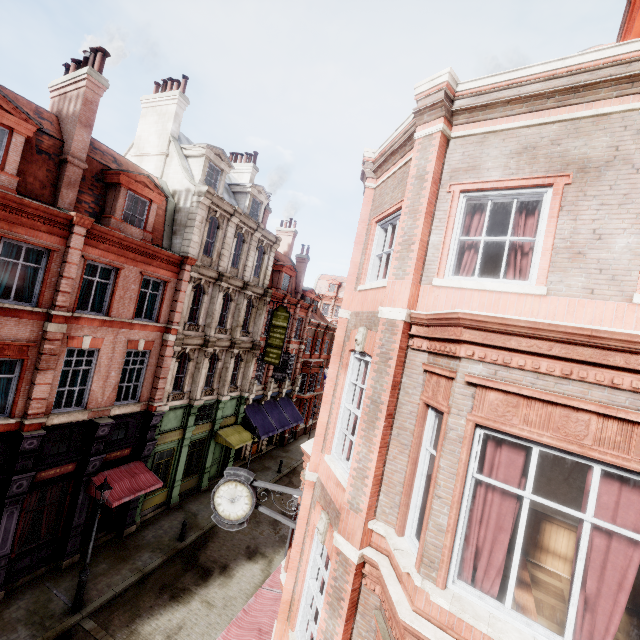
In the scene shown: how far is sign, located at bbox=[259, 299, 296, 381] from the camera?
23.5m

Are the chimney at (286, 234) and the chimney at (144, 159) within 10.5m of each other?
no

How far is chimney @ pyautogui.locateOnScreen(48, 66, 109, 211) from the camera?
12.6 meters

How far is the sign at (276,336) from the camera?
23.5 meters

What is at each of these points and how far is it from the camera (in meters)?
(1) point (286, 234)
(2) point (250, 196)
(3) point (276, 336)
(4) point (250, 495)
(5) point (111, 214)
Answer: (1) chimney, 32.94
(2) roof window, 22.72
(3) sign, 23.75
(4) clock, 7.84
(5) roof window, 14.09

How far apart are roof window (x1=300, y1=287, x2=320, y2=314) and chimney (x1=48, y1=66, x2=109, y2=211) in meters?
21.5

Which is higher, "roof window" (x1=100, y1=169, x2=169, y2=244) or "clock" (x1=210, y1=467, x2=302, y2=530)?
"roof window" (x1=100, y1=169, x2=169, y2=244)

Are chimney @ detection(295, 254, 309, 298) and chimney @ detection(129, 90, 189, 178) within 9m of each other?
no
